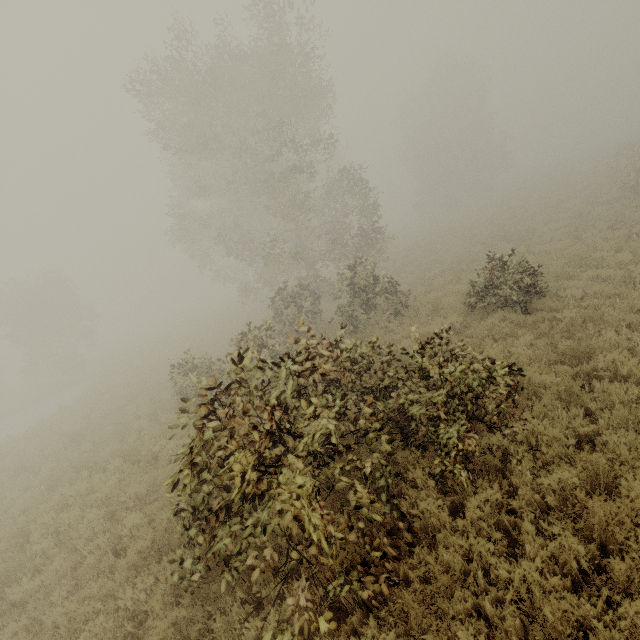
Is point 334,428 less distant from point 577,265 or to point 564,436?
point 564,436
